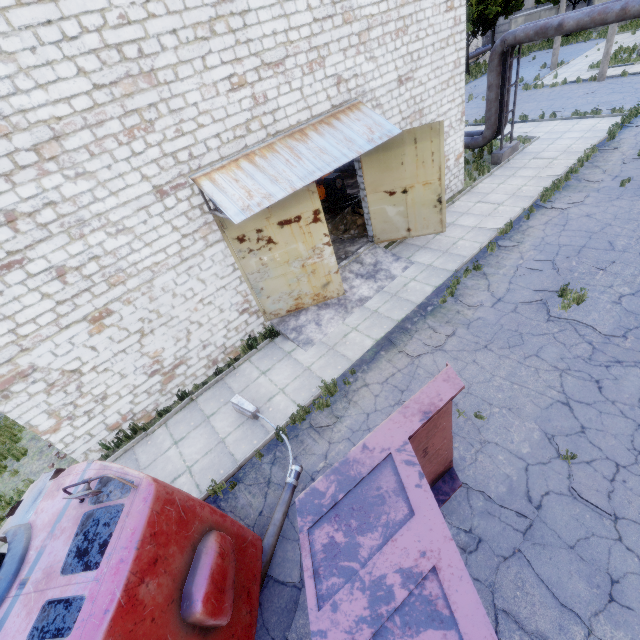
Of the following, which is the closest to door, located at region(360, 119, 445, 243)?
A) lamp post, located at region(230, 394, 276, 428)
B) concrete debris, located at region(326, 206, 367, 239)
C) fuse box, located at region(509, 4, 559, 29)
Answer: concrete debris, located at region(326, 206, 367, 239)

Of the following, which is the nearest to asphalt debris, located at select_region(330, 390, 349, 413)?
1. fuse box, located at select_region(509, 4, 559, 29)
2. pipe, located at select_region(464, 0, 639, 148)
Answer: pipe, located at select_region(464, 0, 639, 148)

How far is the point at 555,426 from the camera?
6.5 meters

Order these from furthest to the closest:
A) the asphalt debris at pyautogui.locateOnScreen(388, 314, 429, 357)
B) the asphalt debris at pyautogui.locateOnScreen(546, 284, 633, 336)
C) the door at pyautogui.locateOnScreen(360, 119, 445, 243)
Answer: the door at pyautogui.locateOnScreen(360, 119, 445, 243) < the asphalt debris at pyautogui.locateOnScreen(388, 314, 429, 357) < the asphalt debris at pyautogui.locateOnScreen(546, 284, 633, 336)

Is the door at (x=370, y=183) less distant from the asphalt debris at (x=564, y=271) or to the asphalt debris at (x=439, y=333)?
the asphalt debris at (x=564, y=271)

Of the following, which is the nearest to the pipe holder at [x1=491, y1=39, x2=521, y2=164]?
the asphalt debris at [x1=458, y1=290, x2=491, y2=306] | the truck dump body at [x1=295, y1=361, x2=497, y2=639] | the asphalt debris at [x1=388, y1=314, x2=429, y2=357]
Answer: the asphalt debris at [x1=458, y1=290, x2=491, y2=306]

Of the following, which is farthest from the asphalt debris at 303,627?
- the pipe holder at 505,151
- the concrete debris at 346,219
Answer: the pipe holder at 505,151

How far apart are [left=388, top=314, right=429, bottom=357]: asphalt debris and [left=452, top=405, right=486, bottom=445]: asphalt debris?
1.7 meters
